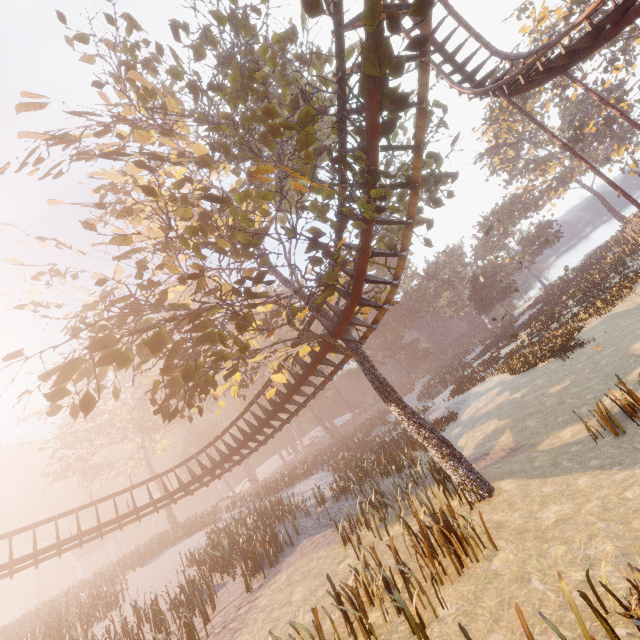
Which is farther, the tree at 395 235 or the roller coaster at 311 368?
the roller coaster at 311 368

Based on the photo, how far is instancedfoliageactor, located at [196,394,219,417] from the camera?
40.1m

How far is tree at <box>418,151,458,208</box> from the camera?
9.5m

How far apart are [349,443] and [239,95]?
36.96m

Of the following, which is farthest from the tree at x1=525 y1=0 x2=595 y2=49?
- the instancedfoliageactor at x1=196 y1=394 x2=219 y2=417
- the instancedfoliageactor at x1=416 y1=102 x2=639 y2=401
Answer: the instancedfoliageactor at x1=196 y1=394 x2=219 y2=417

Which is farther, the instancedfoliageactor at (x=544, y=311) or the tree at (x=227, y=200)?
the instancedfoliageactor at (x=544, y=311)

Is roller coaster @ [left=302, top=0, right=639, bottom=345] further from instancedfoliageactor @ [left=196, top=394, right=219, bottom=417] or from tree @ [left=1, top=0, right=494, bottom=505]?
instancedfoliageactor @ [left=196, top=394, right=219, bottom=417]

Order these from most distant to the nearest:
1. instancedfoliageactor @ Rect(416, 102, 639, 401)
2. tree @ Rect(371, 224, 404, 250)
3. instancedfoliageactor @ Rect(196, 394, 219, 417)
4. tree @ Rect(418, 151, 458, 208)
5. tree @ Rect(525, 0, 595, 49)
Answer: instancedfoliageactor @ Rect(196, 394, 219, 417) < tree @ Rect(525, 0, 595, 49) < instancedfoliageactor @ Rect(416, 102, 639, 401) < tree @ Rect(371, 224, 404, 250) < tree @ Rect(418, 151, 458, 208)
